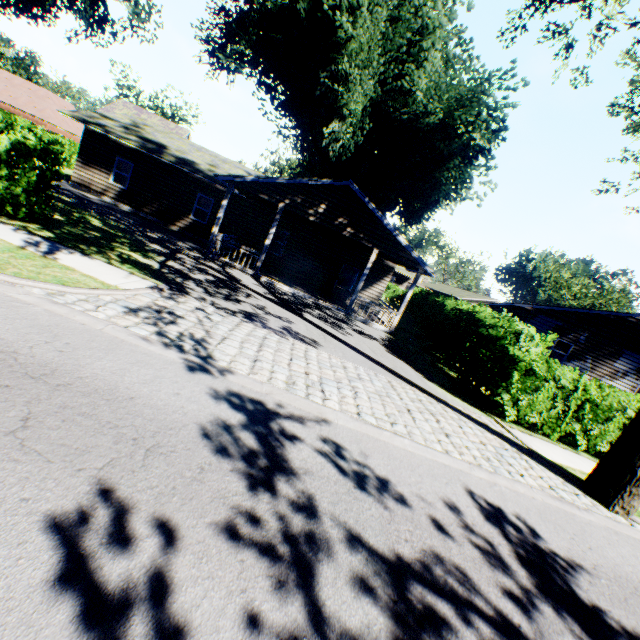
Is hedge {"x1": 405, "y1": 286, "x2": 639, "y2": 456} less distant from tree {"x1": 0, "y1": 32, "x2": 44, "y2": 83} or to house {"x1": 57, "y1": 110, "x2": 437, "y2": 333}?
tree {"x1": 0, "y1": 32, "x2": 44, "y2": 83}

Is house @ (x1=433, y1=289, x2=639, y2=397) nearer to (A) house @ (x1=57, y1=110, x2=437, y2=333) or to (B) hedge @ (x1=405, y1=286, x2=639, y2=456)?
(B) hedge @ (x1=405, y1=286, x2=639, y2=456)

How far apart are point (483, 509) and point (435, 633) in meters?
2.5

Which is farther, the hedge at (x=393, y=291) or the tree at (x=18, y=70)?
the tree at (x=18, y=70)

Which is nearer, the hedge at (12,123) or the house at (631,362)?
the hedge at (12,123)

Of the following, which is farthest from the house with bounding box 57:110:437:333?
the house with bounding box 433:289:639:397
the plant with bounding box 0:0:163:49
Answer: the house with bounding box 433:289:639:397

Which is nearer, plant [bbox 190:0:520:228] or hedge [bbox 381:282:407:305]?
plant [bbox 190:0:520:228]

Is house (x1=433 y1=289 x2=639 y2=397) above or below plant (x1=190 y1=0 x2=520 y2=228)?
below
